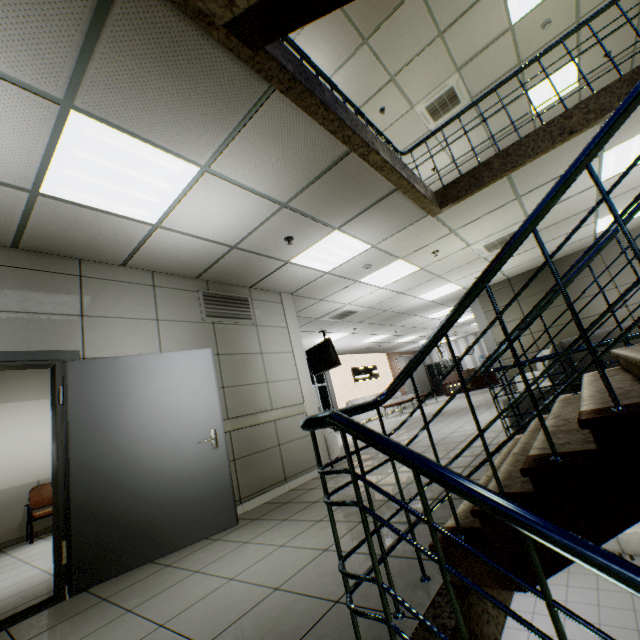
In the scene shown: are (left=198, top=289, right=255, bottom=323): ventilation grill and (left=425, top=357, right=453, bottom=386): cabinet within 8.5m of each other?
no

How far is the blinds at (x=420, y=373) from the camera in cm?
2061

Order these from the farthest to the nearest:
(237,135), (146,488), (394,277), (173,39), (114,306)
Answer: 1. (394,277)
2. (114,306)
3. (146,488)
4. (237,135)
5. (173,39)

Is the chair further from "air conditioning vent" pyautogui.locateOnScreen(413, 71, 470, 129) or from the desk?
the desk

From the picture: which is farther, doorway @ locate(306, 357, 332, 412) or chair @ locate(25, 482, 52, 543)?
doorway @ locate(306, 357, 332, 412)

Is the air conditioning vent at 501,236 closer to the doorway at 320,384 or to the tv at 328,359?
the tv at 328,359

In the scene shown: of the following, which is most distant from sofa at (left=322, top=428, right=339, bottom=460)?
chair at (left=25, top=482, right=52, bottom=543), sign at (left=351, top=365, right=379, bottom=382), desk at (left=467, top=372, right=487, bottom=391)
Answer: desk at (left=467, top=372, right=487, bottom=391)

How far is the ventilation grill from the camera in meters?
4.8
